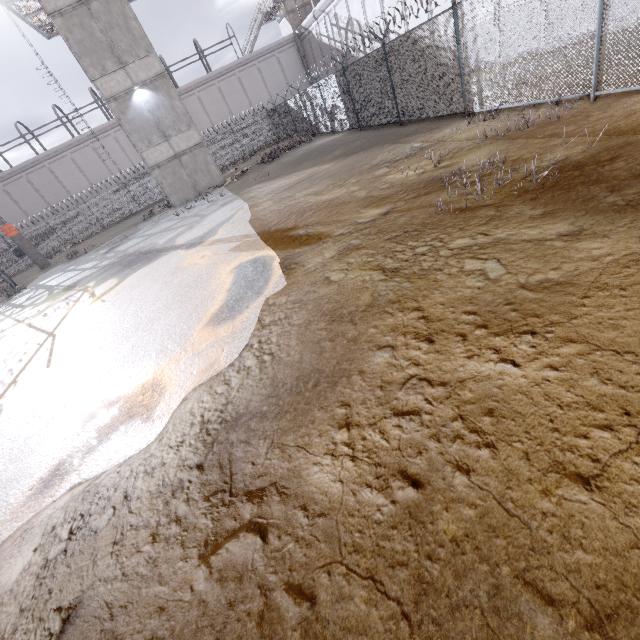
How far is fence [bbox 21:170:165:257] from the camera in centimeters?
3080cm

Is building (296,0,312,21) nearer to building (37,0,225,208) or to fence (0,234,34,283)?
fence (0,234,34,283)

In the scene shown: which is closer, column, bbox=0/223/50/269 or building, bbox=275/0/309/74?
column, bbox=0/223/50/269

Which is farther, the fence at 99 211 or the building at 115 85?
the fence at 99 211

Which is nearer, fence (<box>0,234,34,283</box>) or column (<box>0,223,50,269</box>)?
column (<box>0,223,50,269</box>)

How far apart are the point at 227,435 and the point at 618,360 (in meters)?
3.41

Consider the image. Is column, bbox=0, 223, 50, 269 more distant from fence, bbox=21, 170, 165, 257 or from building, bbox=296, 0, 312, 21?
building, bbox=296, 0, 312, 21

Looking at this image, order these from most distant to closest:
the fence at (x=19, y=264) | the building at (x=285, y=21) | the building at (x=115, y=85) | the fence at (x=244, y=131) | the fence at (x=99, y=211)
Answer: the building at (x=285, y=21)
the fence at (x=99, y=211)
the fence at (x=19, y=264)
the building at (x=115, y=85)
the fence at (x=244, y=131)
